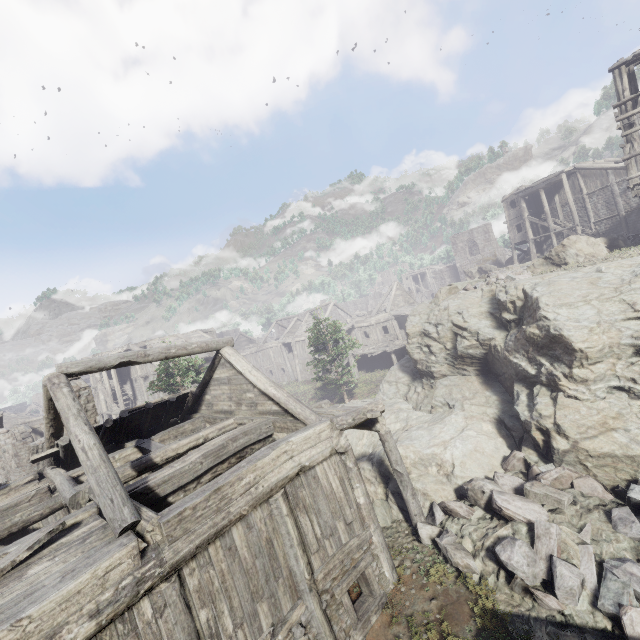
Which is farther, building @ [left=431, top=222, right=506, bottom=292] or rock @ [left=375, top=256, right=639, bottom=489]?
building @ [left=431, top=222, right=506, bottom=292]

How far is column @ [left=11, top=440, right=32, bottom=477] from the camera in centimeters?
1605cm

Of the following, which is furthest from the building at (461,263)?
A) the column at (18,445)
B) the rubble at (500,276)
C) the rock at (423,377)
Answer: the rubble at (500,276)

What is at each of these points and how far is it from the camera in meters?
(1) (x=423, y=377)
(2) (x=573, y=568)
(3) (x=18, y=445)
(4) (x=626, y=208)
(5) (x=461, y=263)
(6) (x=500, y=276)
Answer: (1) rock, 17.5
(2) rubble, 6.9
(3) column, 16.2
(4) building, 29.4
(5) building, 52.4
(6) rubble, 16.4

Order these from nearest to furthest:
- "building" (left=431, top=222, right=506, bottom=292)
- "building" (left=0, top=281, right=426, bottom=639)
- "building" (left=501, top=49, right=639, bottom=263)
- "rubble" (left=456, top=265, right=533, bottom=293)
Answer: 1. "building" (left=0, top=281, right=426, bottom=639)
2. "building" (left=501, top=49, right=639, bottom=263)
3. "rubble" (left=456, top=265, right=533, bottom=293)
4. "building" (left=431, top=222, right=506, bottom=292)

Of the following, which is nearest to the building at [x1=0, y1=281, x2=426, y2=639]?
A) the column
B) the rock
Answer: the rock

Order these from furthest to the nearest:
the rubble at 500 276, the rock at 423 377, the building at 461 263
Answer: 1. the building at 461 263
2. the rubble at 500 276
3. the rock at 423 377

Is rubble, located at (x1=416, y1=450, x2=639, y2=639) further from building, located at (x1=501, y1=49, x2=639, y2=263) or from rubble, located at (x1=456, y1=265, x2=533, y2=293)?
rubble, located at (x1=456, y1=265, x2=533, y2=293)
